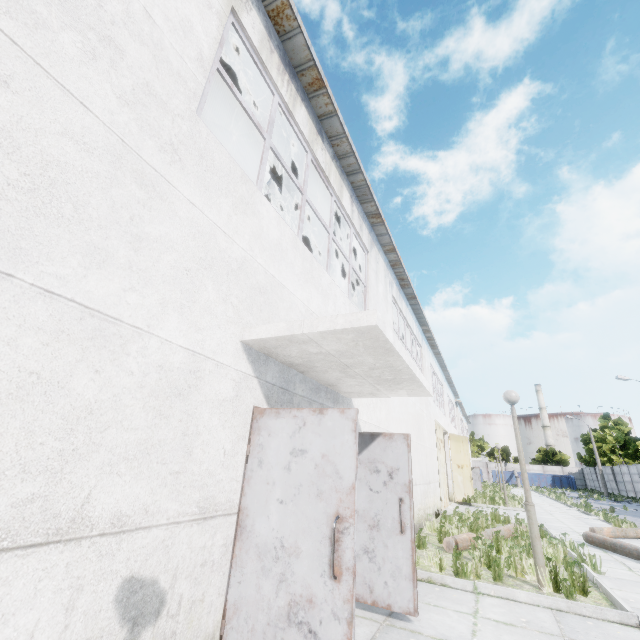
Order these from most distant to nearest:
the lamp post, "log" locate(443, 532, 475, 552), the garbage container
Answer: the garbage container
"log" locate(443, 532, 475, 552)
the lamp post

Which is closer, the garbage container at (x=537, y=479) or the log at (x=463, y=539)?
the log at (x=463, y=539)

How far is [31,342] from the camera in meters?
1.8

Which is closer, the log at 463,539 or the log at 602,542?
the log at 463,539

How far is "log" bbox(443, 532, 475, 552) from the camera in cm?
758

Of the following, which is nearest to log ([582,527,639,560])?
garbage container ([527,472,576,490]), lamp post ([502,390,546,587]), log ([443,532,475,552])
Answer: log ([443,532,475,552])

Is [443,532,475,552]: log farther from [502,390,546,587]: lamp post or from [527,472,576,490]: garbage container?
[527,472,576,490]: garbage container

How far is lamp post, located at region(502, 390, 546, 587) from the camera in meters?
5.7 m
